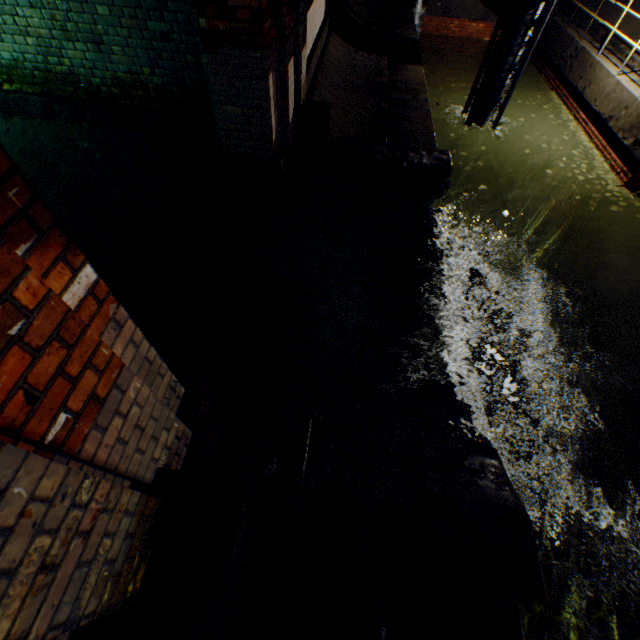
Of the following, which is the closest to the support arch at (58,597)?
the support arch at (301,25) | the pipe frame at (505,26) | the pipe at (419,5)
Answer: the pipe at (419,5)

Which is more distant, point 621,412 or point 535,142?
point 535,142

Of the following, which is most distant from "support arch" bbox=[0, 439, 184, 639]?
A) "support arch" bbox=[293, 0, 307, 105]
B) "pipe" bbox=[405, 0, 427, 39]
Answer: "support arch" bbox=[293, 0, 307, 105]

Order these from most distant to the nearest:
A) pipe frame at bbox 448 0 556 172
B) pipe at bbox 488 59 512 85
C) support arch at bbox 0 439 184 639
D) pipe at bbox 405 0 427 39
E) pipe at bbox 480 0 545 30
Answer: pipe at bbox 405 0 427 39, pipe at bbox 488 59 512 85, pipe frame at bbox 448 0 556 172, pipe at bbox 480 0 545 30, support arch at bbox 0 439 184 639

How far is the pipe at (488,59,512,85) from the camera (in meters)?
7.33

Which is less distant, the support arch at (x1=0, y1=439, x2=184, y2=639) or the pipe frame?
the support arch at (x1=0, y1=439, x2=184, y2=639)

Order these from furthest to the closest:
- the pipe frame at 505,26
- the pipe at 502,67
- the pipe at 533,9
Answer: the pipe at 502,67 < the pipe frame at 505,26 < the pipe at 533,9

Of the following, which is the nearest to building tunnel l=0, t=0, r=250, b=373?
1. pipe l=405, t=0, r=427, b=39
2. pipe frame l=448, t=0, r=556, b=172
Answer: pipe l=405, t=0, r=427, b=39
